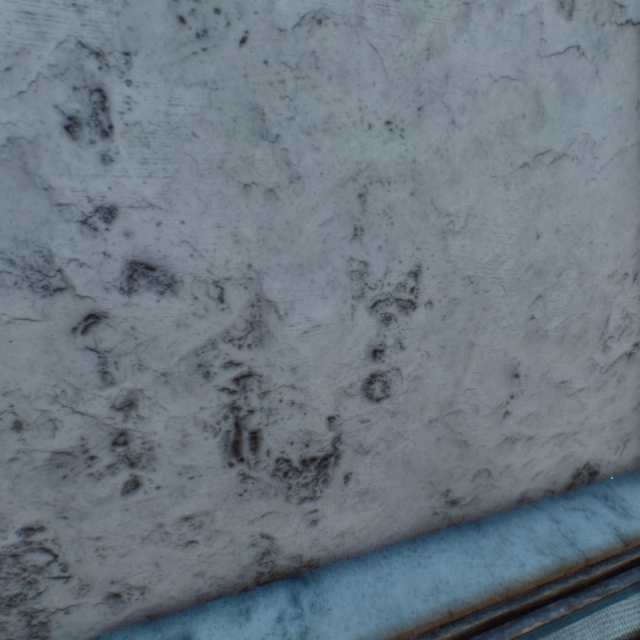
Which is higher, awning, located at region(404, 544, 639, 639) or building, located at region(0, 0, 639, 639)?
building, located at region(0, 0, 639, 639)

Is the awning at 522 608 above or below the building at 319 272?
below

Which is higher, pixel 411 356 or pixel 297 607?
pixel 411 356

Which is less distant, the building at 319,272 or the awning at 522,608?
the building at 319,272

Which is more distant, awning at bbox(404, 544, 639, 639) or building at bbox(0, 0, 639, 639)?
awning at bbox(404, 544, 639, 639)
